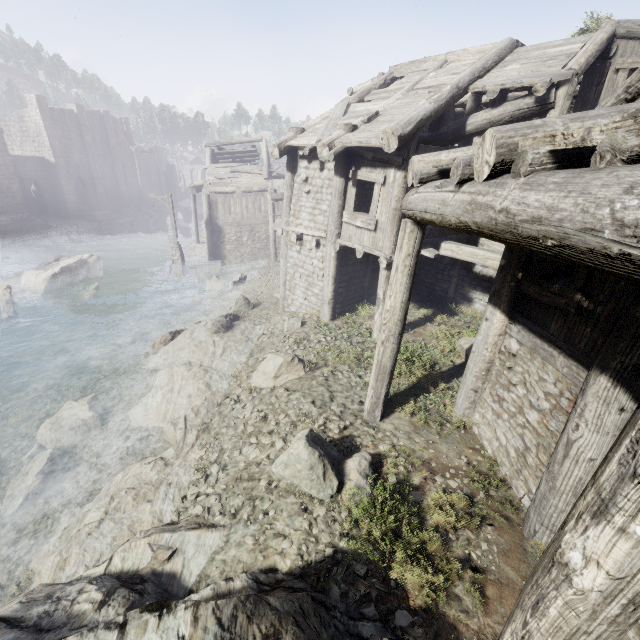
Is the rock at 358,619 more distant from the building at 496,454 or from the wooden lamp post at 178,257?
the wooden lamp post at 178,257

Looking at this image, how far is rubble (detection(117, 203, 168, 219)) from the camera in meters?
47.5 m

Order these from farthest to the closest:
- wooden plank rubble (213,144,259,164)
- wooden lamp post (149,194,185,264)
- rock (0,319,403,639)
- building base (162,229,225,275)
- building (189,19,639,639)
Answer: wooden plank rubble (213,144,259,164), building base (162,229,225,275), wooden lamp post (149,194,185,264), rock (0,319,403,639), building (189,19,639,639)

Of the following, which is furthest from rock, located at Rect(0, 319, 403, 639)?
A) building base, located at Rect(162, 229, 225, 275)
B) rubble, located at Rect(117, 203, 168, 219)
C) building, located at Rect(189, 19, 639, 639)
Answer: rubble, located at Rect(117, 203, 168, 219)

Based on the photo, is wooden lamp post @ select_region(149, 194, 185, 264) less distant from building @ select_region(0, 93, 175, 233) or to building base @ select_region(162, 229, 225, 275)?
building base @ select_region(162, 229, 225, 275)

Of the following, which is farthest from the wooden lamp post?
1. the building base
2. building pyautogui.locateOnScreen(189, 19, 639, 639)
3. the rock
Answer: the rock

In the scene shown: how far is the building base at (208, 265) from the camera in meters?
24.3 m

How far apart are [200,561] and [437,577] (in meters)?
3.40
